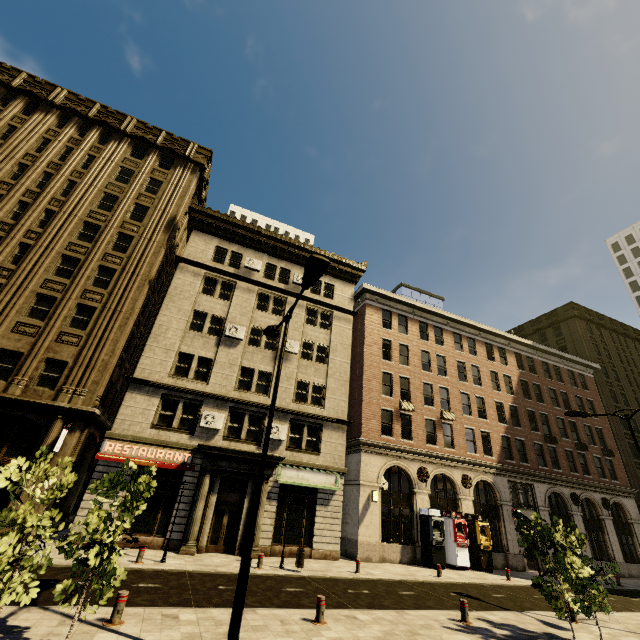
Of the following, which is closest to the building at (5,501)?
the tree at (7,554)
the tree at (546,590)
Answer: the tree at (546,590)

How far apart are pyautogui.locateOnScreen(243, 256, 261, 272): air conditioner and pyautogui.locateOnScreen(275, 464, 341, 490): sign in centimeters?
1379cm

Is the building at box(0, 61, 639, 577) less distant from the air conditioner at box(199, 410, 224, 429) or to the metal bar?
the air conditioner at box(199, 410, 224, 429)

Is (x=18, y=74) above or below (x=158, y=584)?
above

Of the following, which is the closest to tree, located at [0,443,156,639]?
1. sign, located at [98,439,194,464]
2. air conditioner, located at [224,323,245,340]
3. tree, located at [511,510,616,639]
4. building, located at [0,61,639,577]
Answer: tree, located at [511,510,616,639]

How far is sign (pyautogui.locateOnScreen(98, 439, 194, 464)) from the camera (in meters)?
16.72

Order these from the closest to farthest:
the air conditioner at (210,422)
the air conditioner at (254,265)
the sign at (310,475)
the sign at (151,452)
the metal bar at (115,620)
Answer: the metal bar at (115,620) < the sign at (151,452) < the air conditioner at (210,422) < the sign at (310,475) < the air conditioner at (254,265)

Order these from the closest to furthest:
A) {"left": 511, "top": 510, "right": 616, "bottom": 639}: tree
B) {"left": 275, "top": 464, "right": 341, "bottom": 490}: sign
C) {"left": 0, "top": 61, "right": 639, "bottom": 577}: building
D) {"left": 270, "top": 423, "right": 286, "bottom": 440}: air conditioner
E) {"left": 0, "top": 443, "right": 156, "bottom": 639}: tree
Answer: {"left": 0, "top": 443, "right": 156, "bottom": 639}: tree, {"left": 511, "top": 510, "right": 616, "bottom": 639}: tree, {"left": 0, "top": 61, "right": 639, "bottom": 577}: building, {"left": 275, "top": 464, "right": 341, "bottom": 490}: sign, {"left": 270, "top": 423, "right": 286, "bottom": 440}: air conditioner
